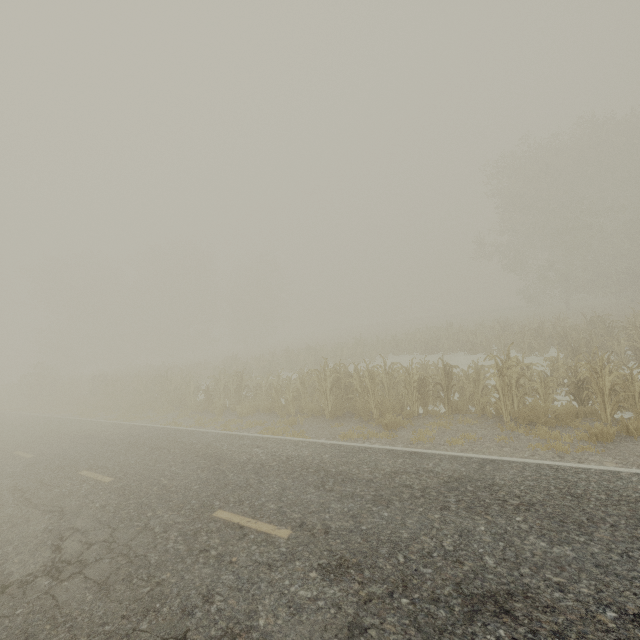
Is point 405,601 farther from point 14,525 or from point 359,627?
point 14,525
